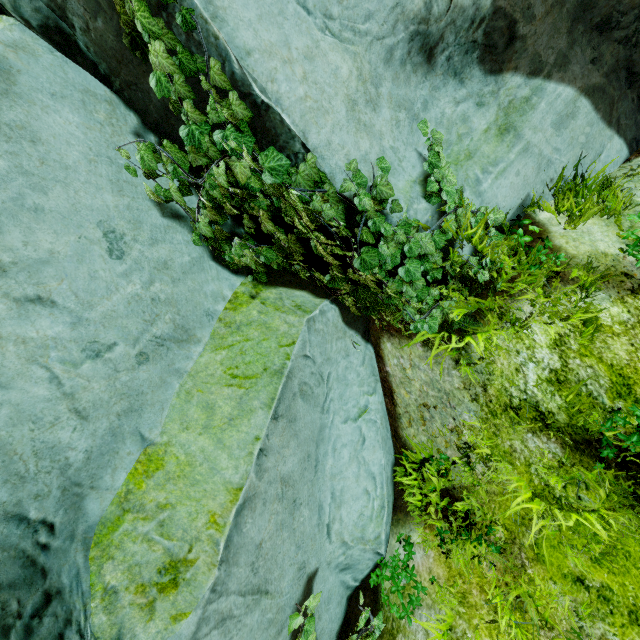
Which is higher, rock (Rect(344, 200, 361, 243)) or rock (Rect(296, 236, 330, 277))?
rock (Rect(344, 200, 361, 243))

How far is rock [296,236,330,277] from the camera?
3.1m

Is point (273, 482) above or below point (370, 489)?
above

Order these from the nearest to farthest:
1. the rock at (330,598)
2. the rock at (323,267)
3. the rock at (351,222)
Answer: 1. the rock at (330,598)
2. the rock at (351,222)
3. the rock at (323,267)

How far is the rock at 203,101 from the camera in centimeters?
211cm

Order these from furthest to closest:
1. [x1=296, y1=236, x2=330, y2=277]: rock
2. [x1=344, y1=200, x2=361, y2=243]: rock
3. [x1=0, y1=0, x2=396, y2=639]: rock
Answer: [x1=296, y1=236, x2=330, y2=277]: rock
[x1=344, y1=200, x2=361, y2=243]: rock
[x1=0, y1=0, x2=396, y2=639]: rock
